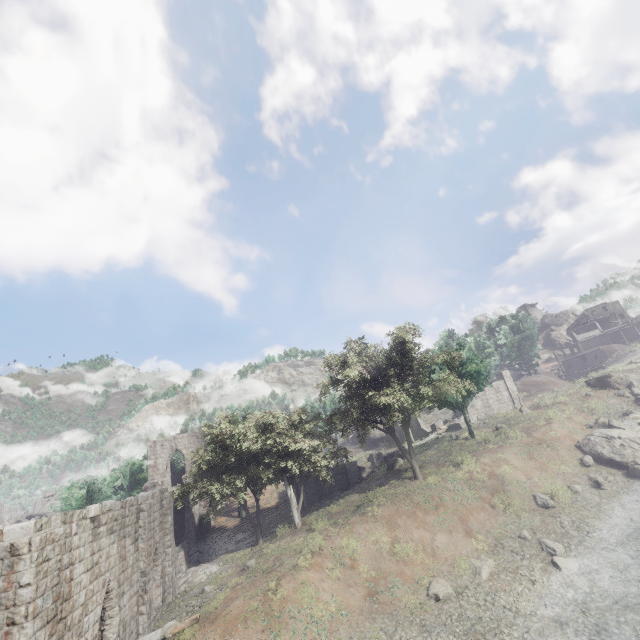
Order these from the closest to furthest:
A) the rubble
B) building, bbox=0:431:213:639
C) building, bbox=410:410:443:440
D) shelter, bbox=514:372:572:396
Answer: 1. building, bbox=0:431:213:639
2. the rubble
3. building, bbox=410:410:443:440
4. shelter, bbox=514:372:572:396

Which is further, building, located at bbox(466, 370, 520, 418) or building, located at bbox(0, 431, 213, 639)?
building, located at bbox(466, 370, 520, 418)

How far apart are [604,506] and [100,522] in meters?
27.6

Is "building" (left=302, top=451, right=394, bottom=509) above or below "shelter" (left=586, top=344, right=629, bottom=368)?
below

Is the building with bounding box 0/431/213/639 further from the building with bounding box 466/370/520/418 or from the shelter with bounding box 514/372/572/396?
the shelter with bounding box 514/372/572/396

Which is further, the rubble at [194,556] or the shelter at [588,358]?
the shelter at [588,358]

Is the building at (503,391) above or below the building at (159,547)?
above

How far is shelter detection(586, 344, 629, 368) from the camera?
56.5m
